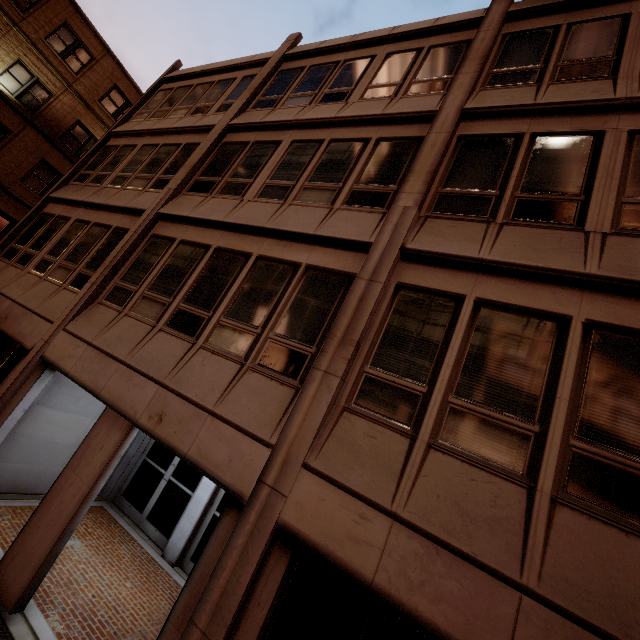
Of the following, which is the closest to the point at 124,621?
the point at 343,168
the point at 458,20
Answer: the point at 343,168
